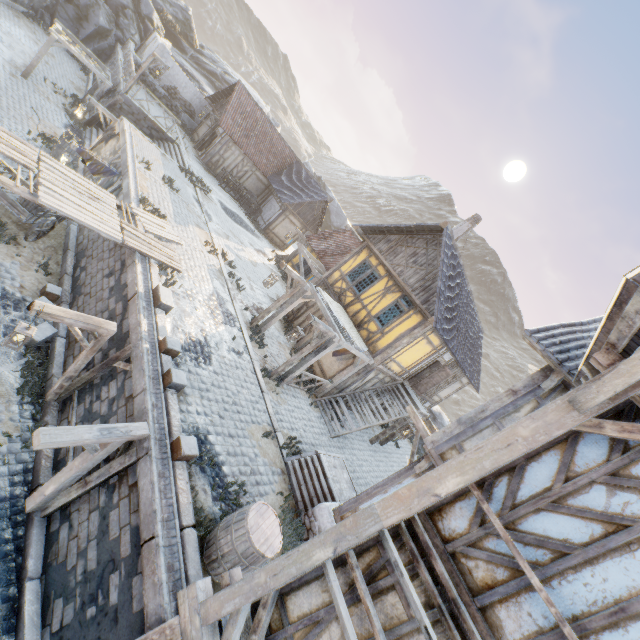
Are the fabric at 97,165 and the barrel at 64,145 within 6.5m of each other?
yes

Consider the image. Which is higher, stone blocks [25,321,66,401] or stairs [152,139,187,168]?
stairs [152,139,187,168]

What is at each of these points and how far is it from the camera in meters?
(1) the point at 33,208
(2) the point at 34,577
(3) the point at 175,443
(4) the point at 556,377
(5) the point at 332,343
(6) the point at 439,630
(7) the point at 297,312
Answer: (1) barrel, 10.8
(2) stone blocks, 6.0
(3) stone blocks, 6.4
(4) wooden structure, 5.9
(5) awning, 11.6
(6) building, 3.6
(7) building, 17.2

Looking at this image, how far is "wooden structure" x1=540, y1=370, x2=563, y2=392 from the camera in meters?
5.9 m

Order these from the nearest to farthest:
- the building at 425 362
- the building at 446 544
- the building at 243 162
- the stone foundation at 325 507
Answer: the building at 446 544 < the stone foundation at 325 507 < the building at 425 362 < the building at 243 162

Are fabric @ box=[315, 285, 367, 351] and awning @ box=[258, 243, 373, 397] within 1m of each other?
yes

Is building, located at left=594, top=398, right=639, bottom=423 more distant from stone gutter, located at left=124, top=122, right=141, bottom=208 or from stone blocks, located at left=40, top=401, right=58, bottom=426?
stone gutter, located at left=124, top=122, right=141, bottom=208

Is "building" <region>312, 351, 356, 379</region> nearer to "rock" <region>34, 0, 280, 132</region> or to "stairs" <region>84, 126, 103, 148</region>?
"rock" <region>34, 0, 280, 132</region>
